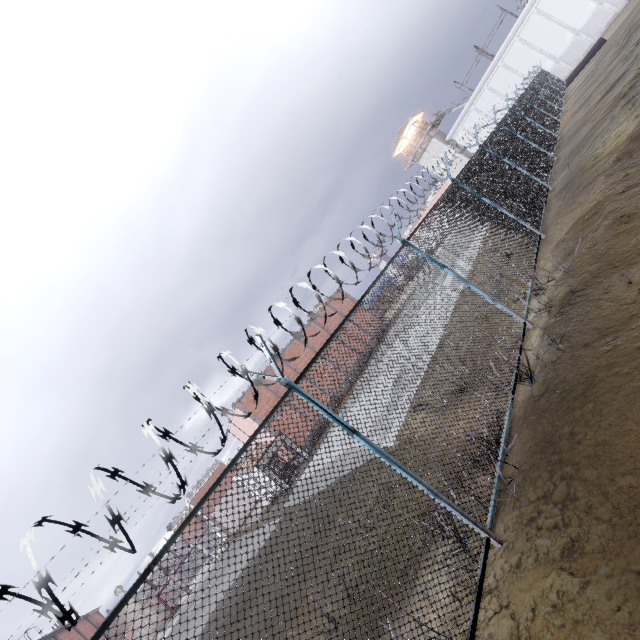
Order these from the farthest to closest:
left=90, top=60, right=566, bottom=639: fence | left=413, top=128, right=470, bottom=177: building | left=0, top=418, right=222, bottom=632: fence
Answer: left=413, top=128, right=470, bottom=177: building
left=90, top=60, right=566, bottom=639: fence
left=0, top=418, right=222, bottom=632: fence

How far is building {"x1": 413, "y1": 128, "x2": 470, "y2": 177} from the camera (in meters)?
46.19

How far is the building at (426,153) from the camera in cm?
4619

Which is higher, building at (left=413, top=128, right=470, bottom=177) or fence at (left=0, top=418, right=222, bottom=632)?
building at (left=413, top=128, right=470, bottom=177)

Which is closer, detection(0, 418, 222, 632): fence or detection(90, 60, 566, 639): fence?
detection(0, 418, 222, 632): fence

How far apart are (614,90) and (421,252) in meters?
14.7

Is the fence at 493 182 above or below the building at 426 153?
below

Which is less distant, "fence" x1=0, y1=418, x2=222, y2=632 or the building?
"fence" x1=0, y1=418, x2=222, y2=632
